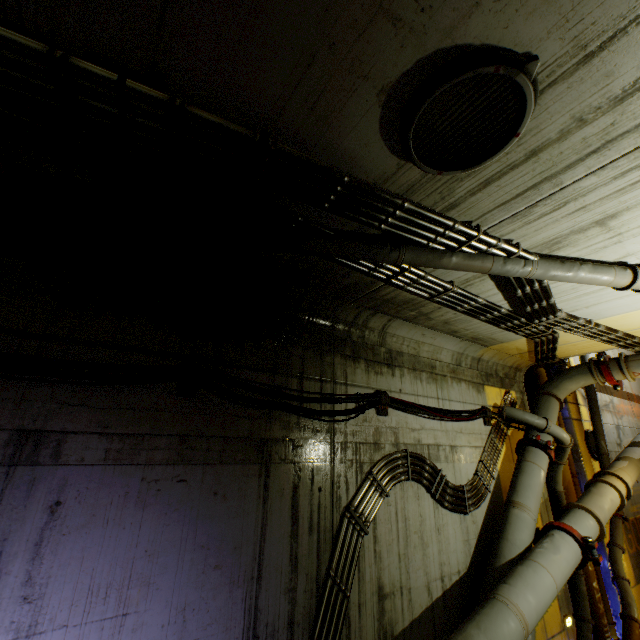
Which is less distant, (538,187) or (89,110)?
(89,110)

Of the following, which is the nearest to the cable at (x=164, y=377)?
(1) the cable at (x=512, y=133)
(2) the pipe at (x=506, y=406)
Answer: (2) the pipe at (x=506, y=406)

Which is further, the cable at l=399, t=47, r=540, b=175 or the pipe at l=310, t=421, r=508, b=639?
the pipe at l=310, t=421, r=508, b=639

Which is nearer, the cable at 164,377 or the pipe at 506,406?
the pipe at 506,406

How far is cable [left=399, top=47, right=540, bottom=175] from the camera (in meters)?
1.81

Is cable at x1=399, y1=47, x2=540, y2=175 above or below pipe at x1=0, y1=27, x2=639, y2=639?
above

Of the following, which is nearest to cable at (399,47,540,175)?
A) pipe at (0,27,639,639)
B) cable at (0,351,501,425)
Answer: pipe at (0,27,639,639)

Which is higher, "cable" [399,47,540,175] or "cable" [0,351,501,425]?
"cable" [399,47,540,175]
